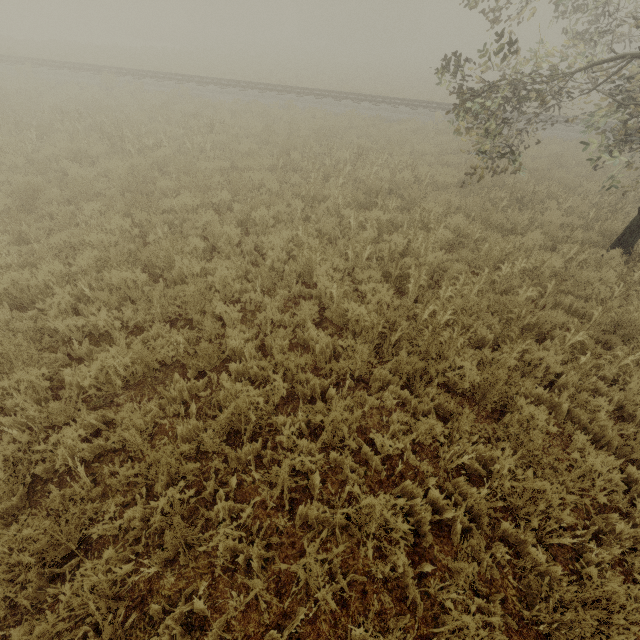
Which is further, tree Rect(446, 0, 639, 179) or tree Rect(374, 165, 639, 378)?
tree Rect(446, 0, 639, 179)

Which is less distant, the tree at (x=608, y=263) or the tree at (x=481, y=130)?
the tree at (x=608, y=263)

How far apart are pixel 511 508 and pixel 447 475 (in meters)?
0.74

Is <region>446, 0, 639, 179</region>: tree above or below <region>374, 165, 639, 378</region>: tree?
above

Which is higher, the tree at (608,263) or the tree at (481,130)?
the tree at (481,130)
